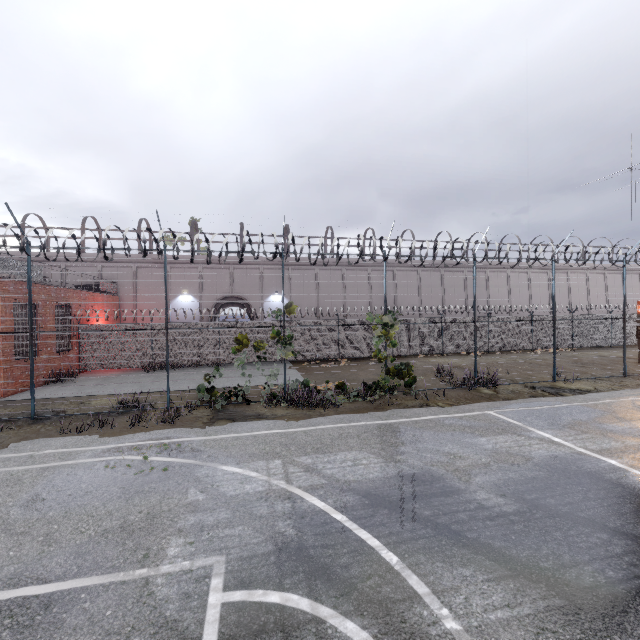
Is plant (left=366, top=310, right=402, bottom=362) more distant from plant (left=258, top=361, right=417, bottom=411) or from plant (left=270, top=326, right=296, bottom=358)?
plant (left=270, top=326, right=296, bottom=358)

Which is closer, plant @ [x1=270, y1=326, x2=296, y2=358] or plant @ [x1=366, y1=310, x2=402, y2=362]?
plant @ [x1=270, y1=326, x2=296, y2=358]

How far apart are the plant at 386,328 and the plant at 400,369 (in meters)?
1.45

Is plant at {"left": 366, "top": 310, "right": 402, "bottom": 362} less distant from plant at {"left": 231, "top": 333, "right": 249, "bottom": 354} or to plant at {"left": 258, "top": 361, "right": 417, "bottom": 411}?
plant at {"left": 258, "top": 361, "right": 417, "bottom": 411}

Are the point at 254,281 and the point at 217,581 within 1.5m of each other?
no

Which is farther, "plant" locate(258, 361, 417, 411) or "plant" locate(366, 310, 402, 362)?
"plant" locate(366, 310, 402, 362)

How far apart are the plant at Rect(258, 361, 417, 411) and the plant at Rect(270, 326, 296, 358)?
2.0 meters

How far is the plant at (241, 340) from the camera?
11.3m
